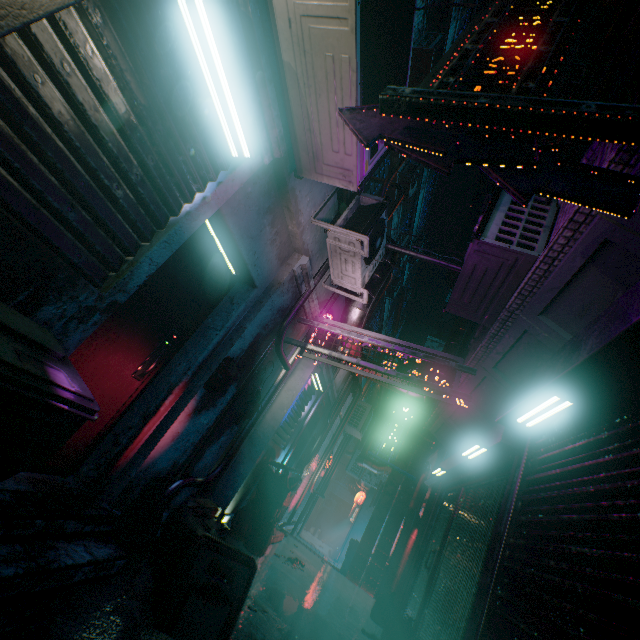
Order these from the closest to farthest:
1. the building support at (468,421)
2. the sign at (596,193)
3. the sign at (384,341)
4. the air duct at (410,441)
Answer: the sign at (596,193), the building support at (468,421), the sign at (384,341), the air duct at (410,441)

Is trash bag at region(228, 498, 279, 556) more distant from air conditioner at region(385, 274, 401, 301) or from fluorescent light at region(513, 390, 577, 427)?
air conditioner at region(385, 274, 401, 301)

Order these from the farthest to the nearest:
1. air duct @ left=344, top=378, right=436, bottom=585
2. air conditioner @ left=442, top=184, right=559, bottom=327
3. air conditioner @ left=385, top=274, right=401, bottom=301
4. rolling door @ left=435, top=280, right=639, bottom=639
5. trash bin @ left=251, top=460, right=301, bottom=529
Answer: air conditioner @ left=385, top=274, right=401, bottom=301 < air duct @ left=344, top=378, right=436, bottom=585 < trash bin @ left=251, top=460, right=301, bottom=529 < air conditioner @ left=442, top=184, right=559, bottom=327 < rolling door @ left=435, top=280, right=639, bottom=639

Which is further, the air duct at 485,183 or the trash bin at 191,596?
the air duct at 485,183

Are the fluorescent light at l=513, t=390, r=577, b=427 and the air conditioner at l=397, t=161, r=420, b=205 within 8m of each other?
no

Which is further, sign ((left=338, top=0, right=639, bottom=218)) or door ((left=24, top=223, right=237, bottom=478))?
door ((left=24, top=223, right=237, bottom=478))

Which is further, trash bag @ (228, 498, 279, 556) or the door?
trash bag @ (228, 498, 279, 556)

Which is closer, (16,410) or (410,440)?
(16,410)
